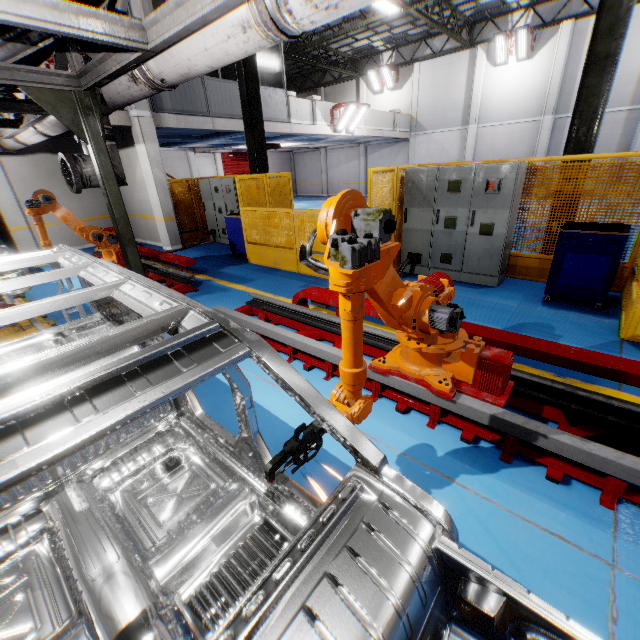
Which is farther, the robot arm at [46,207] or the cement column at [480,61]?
the cement column at [480,61]

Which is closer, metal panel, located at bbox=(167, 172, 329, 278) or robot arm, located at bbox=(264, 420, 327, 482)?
robot arm, located at bbox=(264, 420, 327, 482)

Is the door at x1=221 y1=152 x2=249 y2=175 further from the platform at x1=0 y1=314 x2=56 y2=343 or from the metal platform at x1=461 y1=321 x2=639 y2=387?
the metal platform at x1=461 y1=321 x2=639 y2=387

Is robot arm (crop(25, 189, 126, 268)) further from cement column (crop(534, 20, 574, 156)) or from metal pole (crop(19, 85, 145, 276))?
cement column (crop(534, 20, 574, 156))

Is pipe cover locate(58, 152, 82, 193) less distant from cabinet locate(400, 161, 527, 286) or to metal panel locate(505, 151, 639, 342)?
metal panel locate(505, 151, 639, 342)

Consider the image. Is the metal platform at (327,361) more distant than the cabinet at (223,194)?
No

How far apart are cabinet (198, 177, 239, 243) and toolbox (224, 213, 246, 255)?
0.9m

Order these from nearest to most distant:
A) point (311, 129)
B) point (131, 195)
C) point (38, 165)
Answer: point (38, 165) → point (131, 195) → point (311, 129)
